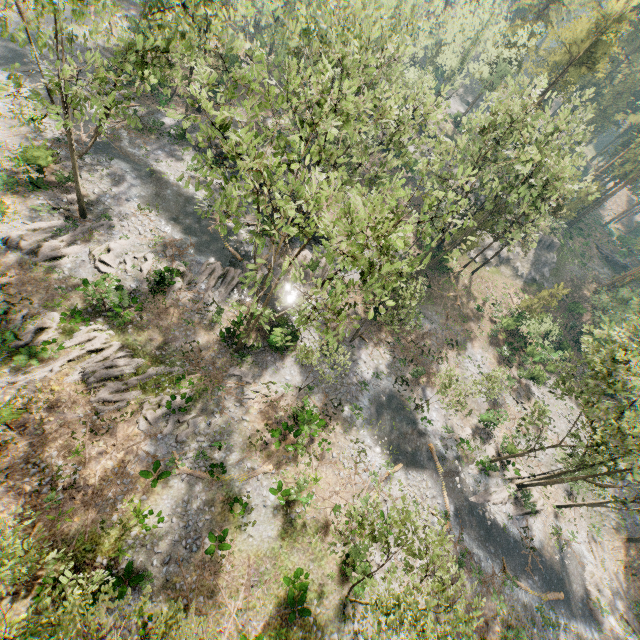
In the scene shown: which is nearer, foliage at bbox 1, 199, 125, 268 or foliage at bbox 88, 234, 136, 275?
foliage at bbox 1, 199, 125, 268

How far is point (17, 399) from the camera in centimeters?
1853cm

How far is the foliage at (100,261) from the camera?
24.4m

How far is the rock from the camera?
48.7m

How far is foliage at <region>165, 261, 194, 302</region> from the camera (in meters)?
25.54

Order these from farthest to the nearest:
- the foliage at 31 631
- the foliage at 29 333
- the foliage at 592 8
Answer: the foliage at 29 333
the foliage at 592 8
the foliage at 31 631

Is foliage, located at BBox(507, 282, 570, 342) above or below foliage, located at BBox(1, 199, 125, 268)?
above
